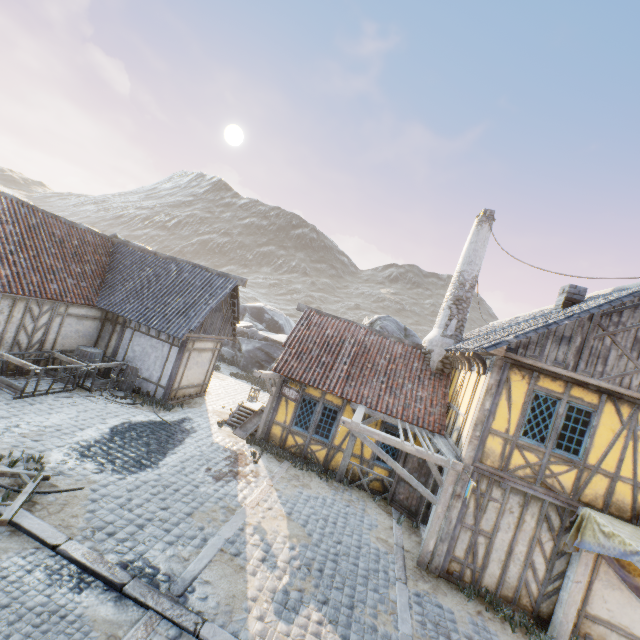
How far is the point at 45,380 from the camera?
11.5m

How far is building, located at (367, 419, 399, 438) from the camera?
11.67m

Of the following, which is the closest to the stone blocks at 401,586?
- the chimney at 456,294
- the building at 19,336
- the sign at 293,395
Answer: the building at 19,336

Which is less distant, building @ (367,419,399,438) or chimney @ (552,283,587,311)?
chimney @ (552,283,587,311)

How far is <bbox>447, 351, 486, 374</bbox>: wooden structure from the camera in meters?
8.9 m

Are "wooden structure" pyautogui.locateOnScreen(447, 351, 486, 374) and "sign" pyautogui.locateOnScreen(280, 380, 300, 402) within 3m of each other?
no

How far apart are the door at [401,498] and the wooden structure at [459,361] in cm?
306

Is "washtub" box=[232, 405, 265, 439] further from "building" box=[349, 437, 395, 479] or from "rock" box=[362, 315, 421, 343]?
"rock" box=[362, 315, 421, 343]
